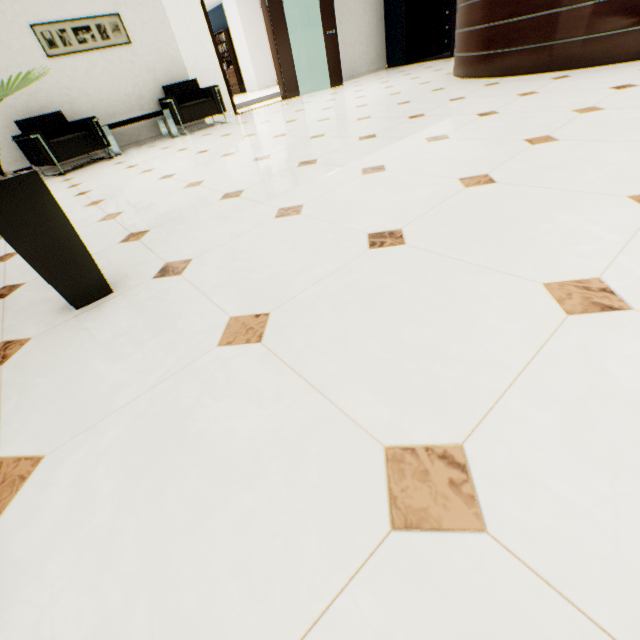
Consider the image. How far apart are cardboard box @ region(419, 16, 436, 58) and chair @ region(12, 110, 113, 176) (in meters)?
9.27

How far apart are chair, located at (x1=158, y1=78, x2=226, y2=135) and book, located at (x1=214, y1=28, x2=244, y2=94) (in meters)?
9.82

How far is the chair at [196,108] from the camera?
5.83m

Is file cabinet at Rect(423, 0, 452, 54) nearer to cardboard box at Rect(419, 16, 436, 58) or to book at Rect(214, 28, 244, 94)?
cardboard box at Rect(419, 16, 436, 58)

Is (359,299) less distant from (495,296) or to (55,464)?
(495,296)

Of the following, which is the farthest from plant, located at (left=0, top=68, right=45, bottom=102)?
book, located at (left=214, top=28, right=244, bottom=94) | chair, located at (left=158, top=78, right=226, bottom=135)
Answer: book, located at (left=214, top=28, right=244, bottom=94)

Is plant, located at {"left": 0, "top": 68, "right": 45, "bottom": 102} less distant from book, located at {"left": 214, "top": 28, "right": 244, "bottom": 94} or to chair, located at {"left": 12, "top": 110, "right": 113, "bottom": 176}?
chair, located at {"left": 12, "top": 110, "right": 113, "bottom": 176}

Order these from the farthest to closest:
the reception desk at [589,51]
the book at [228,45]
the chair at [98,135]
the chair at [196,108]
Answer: the book at [228,45] < the chair at [196,108] < the chair at [98,135] < the reception desk at [589,51]
